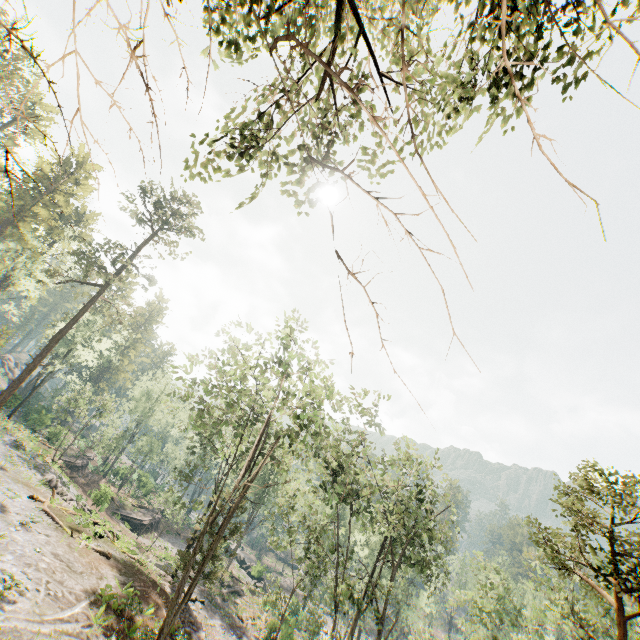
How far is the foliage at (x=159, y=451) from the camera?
39.5 meters

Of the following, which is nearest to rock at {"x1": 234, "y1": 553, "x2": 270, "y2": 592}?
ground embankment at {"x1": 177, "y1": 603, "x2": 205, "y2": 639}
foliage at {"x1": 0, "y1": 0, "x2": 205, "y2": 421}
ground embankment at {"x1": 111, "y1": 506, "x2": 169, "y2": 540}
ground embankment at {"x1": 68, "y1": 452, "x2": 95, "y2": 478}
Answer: foliage at {"x1": 0, "y1": 0, "x2": 205, "y2": 421}

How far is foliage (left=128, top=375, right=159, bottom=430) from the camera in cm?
5750

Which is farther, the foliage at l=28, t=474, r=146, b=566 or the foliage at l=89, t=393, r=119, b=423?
the foliage at l=89, t=393, r=119, b=423

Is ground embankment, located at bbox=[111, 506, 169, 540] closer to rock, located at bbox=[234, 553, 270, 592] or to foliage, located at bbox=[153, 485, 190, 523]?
rock, located at bbox=[234, 553, 270, 592]

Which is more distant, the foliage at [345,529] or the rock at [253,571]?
the rock at [253,571]

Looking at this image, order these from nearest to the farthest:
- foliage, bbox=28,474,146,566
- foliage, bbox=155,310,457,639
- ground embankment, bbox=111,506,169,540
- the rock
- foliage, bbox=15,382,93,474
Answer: foliage, bbox=155,310,457,639
foliage, bbox=28,474,146,566
foliage, bbox=15,382,93,474
ground embankment, bbox=111,506,169,540
the rock

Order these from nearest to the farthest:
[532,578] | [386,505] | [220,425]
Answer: [220,425], [532,578], [386,505]
